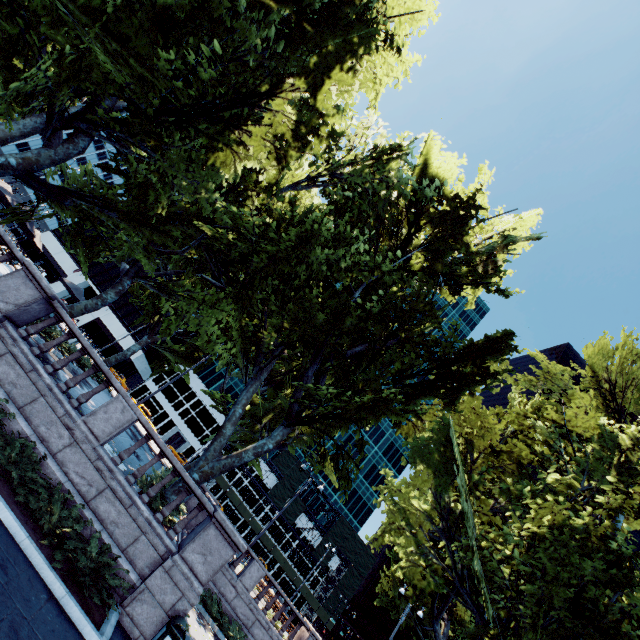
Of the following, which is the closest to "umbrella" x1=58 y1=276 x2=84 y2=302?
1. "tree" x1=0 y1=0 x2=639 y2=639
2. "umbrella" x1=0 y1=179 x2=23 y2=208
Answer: "tree" x1=0 y1=0 x2=639 y2=639

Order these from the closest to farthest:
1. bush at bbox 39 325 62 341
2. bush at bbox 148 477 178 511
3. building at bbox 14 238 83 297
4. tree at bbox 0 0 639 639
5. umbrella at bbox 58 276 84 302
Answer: tree at bbox 0 0 639 639, bush at bbox 148 477 178 511, bush at bbox 39 325 62 341, umbrella at bbox 58 276 84 302, building at bbox 14 238 83 297

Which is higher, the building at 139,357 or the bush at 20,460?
the building at 139,357

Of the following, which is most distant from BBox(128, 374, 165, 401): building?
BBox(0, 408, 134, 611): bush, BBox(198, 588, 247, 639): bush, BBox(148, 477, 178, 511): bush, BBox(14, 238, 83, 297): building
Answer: BBox(0, 408, 134, 611): bush

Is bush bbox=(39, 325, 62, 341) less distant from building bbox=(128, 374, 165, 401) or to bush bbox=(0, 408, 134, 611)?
bush bbox=(0, 408, 134, 611)

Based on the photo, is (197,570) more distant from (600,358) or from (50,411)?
(600,358)

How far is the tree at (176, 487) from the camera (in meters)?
12.67

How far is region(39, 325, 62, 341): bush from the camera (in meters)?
14.43
